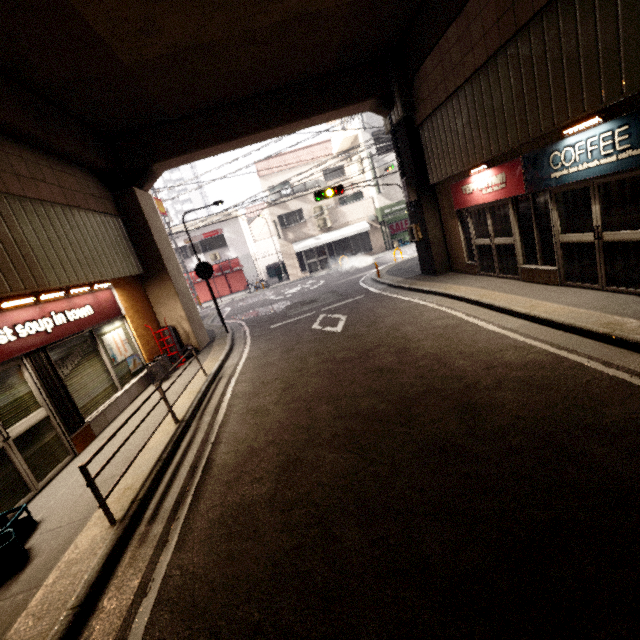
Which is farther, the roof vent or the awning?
the awning

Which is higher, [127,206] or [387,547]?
[127,206]

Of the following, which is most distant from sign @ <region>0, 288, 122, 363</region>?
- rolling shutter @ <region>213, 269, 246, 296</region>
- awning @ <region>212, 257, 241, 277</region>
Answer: rolling shutter @ <region>213, 269, 246, 296</region>

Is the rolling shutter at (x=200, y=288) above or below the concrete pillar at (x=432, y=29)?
below

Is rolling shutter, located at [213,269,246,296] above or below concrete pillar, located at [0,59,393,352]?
below

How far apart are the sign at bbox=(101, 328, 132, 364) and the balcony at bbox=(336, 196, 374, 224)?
19.1 meters

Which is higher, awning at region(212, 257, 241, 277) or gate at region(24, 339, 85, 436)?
awning at region(212, 257, 241, 277)

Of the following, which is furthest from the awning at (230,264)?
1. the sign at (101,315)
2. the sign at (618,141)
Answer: the sign at (618,141)
